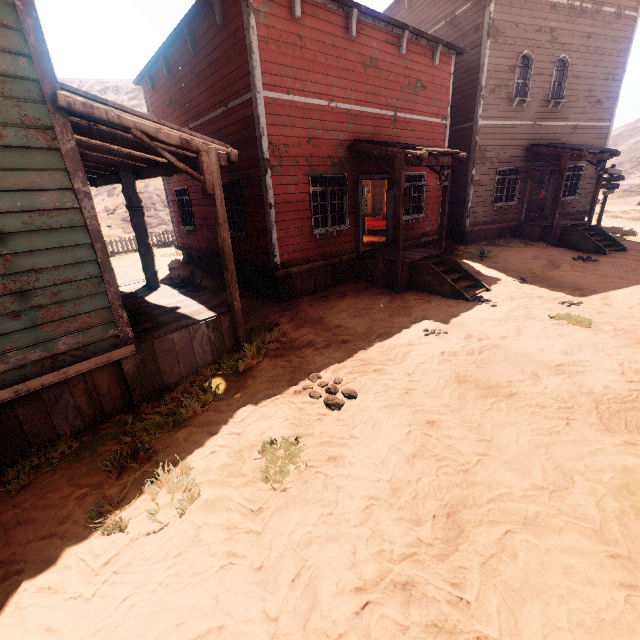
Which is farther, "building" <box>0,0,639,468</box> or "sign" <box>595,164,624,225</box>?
"sign" <box>595,164,624,225</box>

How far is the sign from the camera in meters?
15.8

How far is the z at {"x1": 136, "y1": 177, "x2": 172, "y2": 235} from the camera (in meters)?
24.83

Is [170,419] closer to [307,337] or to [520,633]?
[307,337]

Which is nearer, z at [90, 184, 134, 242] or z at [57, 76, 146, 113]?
z at [90, 184, 134, 242]

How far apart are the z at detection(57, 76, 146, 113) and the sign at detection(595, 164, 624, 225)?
62.68m

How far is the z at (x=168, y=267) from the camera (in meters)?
10.45

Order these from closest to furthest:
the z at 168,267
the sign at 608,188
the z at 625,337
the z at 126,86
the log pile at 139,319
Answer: the z at 625,337 → the log pile at 139,319 → the z at 168,267 → the sign at 608,188 → the z at 126,86
